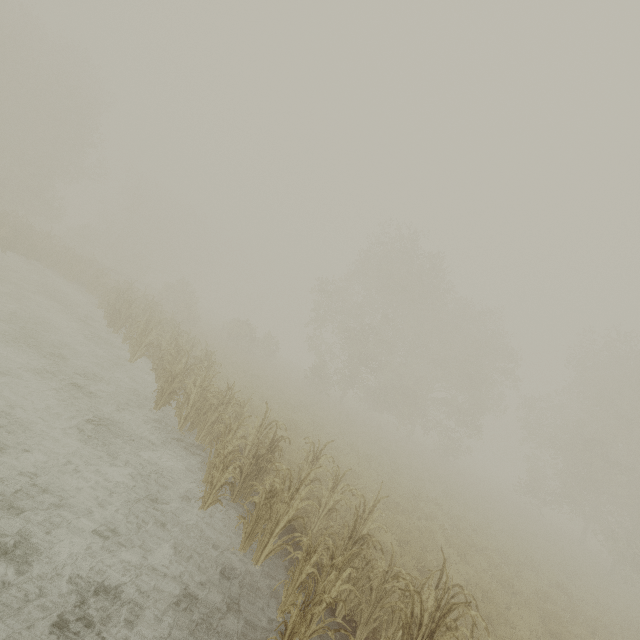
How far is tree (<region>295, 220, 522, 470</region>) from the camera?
26.91m

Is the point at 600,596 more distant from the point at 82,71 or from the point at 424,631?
the point at 82,71

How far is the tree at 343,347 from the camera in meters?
26.9 m
